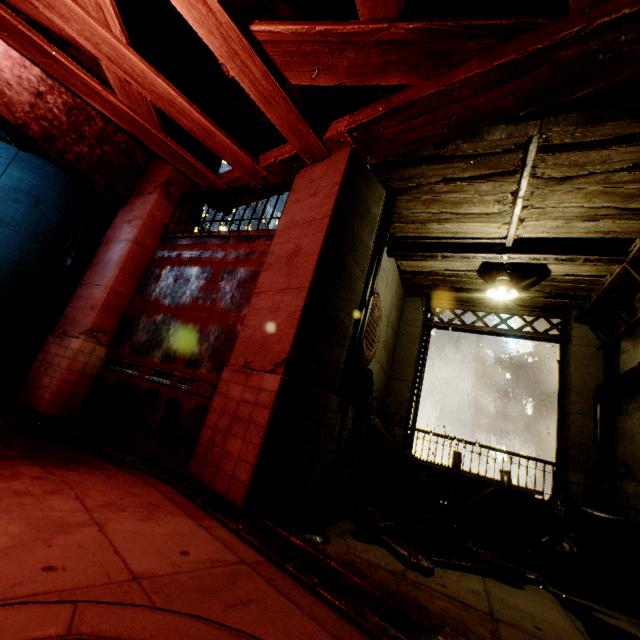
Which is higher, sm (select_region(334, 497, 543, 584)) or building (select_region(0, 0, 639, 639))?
building (select_region(0, 0, 639, 639))

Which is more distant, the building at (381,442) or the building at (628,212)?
the building at (381,442)

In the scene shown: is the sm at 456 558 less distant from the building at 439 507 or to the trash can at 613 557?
the building at 439 507

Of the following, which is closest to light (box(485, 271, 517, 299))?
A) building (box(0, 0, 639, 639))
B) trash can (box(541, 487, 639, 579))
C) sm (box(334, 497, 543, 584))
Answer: building (box(0, 0, 639, 639))

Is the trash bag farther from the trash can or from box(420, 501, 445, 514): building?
box(420, 501, 445, 514): building

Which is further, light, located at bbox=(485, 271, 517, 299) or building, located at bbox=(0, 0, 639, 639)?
light, located at bbox=(485, 271, 517, 299)

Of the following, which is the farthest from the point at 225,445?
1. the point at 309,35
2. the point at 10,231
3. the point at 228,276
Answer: the point at 10,231

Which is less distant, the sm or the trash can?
the sm
